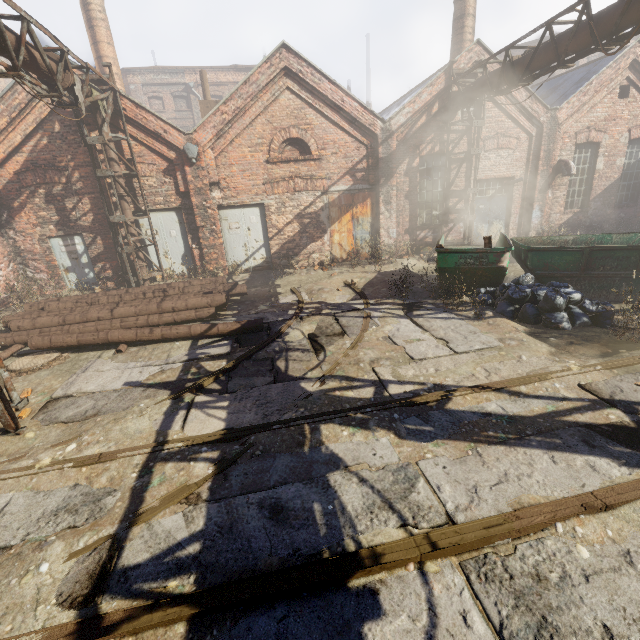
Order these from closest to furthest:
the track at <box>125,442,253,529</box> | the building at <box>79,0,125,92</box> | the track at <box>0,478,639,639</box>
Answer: the track at <box>0,478,639,639</box>, the track at <box>125,442,253,529</box>, the building at <box>79,0,125,92</box>

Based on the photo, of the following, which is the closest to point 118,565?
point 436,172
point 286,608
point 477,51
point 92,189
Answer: point 286,608

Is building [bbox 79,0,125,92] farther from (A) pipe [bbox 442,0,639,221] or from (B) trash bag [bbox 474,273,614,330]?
(B) trash bag [bbox 474,273,614,330]

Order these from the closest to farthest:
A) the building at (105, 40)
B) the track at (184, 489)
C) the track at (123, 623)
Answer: the track at (123, 623) → the track at (184, 489) → the building at (105, 40)

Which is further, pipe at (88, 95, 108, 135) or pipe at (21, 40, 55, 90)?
pipe at (88, 95, 108, 135)

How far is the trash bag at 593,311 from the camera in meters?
6.5 m

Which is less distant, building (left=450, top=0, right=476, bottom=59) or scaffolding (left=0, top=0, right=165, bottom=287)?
scaffolding (left=0, top=0, right=165, bottom=287)
